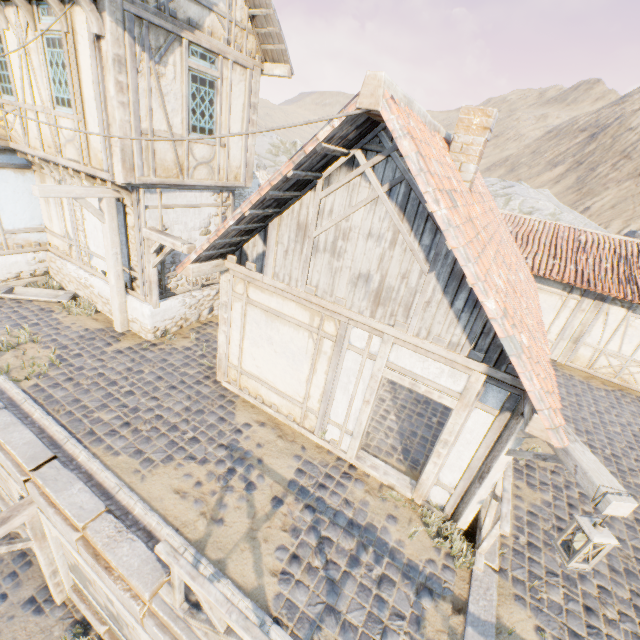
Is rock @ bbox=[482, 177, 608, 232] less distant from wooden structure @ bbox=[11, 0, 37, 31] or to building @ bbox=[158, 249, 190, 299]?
building @ bbox=[158, 249, 190, 299]

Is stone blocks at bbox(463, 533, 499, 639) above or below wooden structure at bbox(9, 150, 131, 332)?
below

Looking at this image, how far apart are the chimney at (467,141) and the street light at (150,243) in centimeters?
538cm

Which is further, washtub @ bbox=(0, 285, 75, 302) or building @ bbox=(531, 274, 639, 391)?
building @ bbox=(531, 274, 639, 391)

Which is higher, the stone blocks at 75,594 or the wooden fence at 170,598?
the wooden fence at 170,598

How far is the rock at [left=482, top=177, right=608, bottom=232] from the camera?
22.4m

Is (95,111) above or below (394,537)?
above

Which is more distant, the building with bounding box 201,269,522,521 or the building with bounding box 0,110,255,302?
the building with bounding box 0,110,255,302
